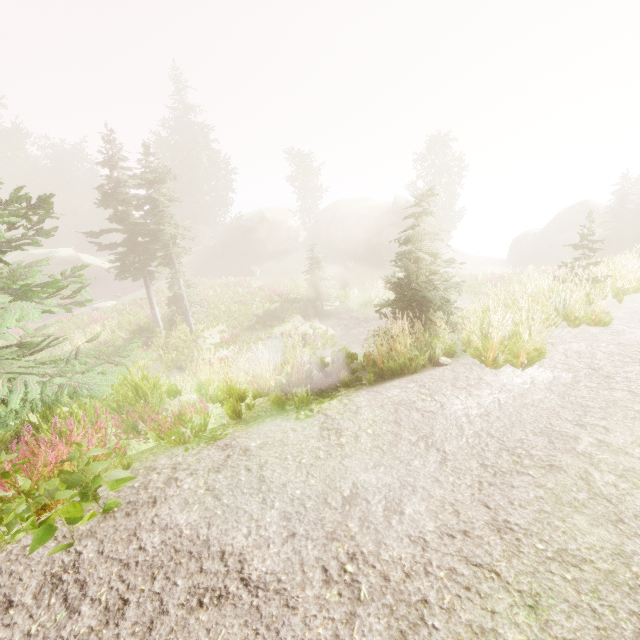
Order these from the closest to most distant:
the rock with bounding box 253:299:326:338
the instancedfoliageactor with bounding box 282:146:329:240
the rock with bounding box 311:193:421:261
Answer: the rock with bounding box 253:299:326:338, the rock with bounding box 311:193:421:261, the instancedfoliageactor with bounding box 282:146:329:240

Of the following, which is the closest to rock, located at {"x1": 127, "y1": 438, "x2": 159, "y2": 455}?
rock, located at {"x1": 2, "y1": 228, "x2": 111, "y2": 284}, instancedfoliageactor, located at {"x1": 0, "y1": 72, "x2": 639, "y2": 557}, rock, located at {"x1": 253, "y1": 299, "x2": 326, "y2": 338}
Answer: instancedfoliageactor, located at {"x1": 0, "y1": 72, "x2": 639, "y2": 557}

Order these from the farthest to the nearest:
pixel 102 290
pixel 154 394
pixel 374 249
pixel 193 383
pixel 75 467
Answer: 1. pixel 374 249
2. pixel 102 290
3. pixel 193 383
4. pixel 154 394
5. pixel 75 467

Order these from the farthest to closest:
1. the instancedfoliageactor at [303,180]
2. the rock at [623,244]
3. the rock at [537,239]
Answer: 1. the instancedfoliageactor at [303,180]
2. the rock at [537,239]
3. the rock at [623,244]

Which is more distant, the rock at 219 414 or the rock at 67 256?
the rock at 67 256

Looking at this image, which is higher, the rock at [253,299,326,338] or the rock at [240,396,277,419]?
the rock at [240,396,277,419]

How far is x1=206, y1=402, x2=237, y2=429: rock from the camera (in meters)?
5.37
